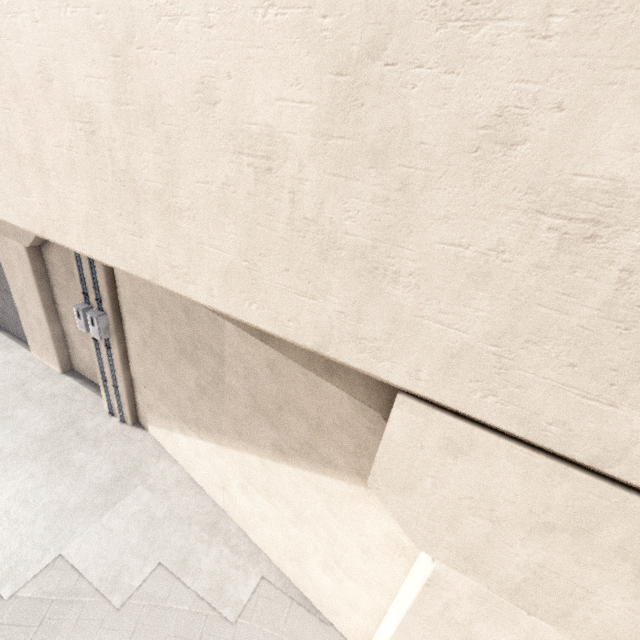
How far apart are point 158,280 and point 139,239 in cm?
55

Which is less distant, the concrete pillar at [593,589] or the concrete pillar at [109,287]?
the concrete pillar at [593,589]

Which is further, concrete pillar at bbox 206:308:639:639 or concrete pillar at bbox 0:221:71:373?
concrete pillar at bbox 0:221:71:373

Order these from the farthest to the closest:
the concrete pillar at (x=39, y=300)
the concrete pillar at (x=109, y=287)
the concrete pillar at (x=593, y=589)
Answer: the concrete pillar at (x=39, y=300)
the concrete pillar at (x=109, y=287)
the concrete pillar at (x=593, y=589)

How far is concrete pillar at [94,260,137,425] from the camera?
8.3 meters

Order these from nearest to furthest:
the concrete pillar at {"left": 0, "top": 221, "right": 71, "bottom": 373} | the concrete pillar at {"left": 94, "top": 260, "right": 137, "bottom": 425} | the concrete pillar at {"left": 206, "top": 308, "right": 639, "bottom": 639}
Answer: the concrete pillar at {"left": 206, "top": 308, "right": 639, "bottom": 639} → the concrete pillar at {"left": 94, "top": 260, "right": 137, "bottom": 425} → the concrete pillar at {"left": 0, "top": 221, "right": 71, "bottom": 373}
